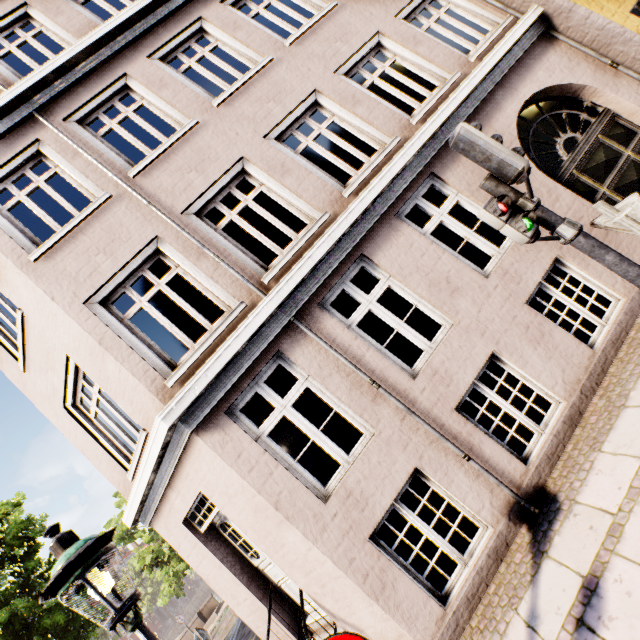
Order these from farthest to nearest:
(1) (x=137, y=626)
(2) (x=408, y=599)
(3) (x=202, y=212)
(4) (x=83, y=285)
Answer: (3) (x=202, y=212)
(4) (x=83, y=285)
(2) (x=408, y=599)
(1) (x=137, y=626)

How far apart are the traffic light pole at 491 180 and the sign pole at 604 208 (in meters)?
0.74

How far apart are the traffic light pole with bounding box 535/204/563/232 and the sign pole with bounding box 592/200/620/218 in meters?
0.3

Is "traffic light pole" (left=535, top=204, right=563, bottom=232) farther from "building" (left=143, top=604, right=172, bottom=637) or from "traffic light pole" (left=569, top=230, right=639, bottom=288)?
"building" (left=143, top=604, right=172, bottom=637)

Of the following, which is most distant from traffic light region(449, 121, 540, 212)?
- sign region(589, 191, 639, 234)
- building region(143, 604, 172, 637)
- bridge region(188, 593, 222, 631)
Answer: building region(143, 604, 172, 637)

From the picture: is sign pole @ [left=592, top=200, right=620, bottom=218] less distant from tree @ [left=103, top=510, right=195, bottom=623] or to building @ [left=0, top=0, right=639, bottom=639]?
building @ [left=0, top=0, right=639, bottom=639]

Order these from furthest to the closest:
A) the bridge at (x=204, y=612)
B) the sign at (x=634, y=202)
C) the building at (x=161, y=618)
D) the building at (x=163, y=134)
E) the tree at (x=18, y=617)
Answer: the building at (x=161, y=618), the bridge at (x=204, y=612), the tree at (x=18, y=617), the building at (x=163, y=134), the sign at (x=634, y=202)

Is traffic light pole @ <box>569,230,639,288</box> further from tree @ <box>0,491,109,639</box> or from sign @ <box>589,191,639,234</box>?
tree @ <box>0,491,109,639</box>
